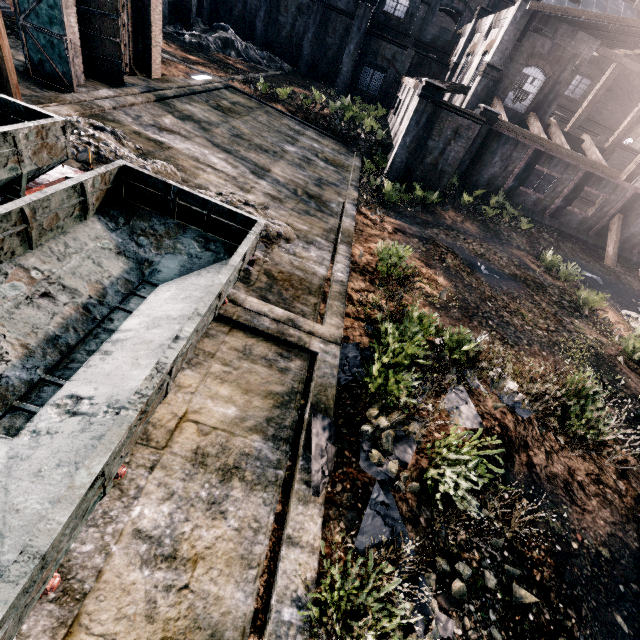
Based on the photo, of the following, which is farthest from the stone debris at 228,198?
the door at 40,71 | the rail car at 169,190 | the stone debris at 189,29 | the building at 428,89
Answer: the stone debris at 189,29

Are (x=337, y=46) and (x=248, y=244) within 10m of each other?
no

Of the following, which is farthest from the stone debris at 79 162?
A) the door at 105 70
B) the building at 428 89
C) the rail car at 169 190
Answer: the building at 428 89

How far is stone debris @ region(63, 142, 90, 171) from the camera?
9.4 meters

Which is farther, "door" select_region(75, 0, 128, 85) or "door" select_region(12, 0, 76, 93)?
"door" select_region(75, 0, 128, 85)

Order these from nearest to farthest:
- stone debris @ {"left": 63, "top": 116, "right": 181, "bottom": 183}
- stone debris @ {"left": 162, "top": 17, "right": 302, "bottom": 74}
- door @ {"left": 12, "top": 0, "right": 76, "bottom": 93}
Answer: stone debris @ {"left": 63, "top": 116, "right": 181, "bottom": 183}, door @ {"left": 12, "top": 0, "right": 76, "bottom": 93}, stone debris @ {"left": 162, "top": 17, "right": 302, "bottom": 74}

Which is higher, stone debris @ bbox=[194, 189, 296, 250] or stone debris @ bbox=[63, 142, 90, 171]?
stone debris @ bbox=[63, 142, 90, 171]

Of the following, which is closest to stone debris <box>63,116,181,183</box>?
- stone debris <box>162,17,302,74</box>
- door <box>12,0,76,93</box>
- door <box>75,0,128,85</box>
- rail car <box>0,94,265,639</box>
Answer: door <box>12,0,76,93</box>
